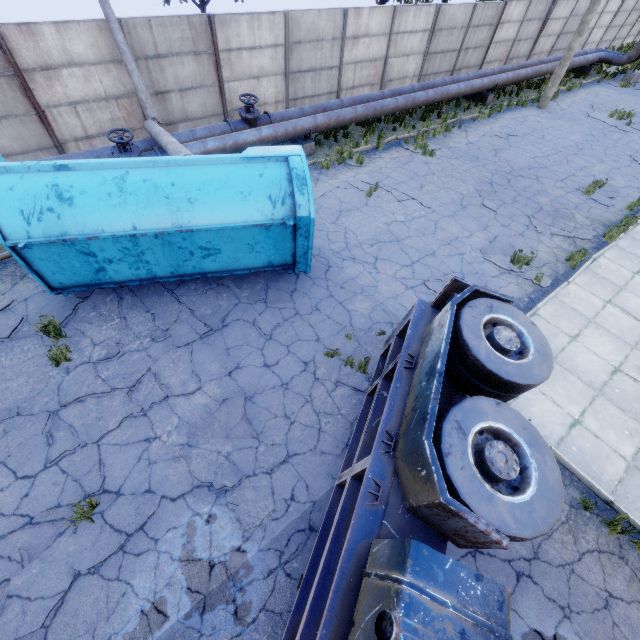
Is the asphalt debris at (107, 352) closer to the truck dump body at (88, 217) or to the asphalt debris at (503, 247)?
the truck dump body at (88, 217)

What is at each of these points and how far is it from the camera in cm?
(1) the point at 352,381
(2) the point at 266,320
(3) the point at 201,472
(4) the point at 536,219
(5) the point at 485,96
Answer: (1) asphalt debris, 648
(2) asphalt debris, 733
(3) asphalt debris, 525
(4) asphalt debris, 1075
(5) pipe holder, 1752

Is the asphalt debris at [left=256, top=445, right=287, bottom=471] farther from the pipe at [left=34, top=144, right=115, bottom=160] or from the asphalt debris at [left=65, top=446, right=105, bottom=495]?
the pipe at [left=34, top=144, right=115, bottom=160]

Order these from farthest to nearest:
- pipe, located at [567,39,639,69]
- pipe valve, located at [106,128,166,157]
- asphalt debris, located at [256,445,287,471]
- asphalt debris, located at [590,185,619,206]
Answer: pipe, located at [567,39,639,69] → asphalt debris, located at [590,185,619,206] → pipe valve, located at [106,128,166,157] → asphalt debris, located at [256,445,287,471]

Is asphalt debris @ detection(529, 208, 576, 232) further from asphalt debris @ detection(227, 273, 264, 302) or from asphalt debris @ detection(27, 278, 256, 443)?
asphalt debris @ detection(27, 278, 256, 443)

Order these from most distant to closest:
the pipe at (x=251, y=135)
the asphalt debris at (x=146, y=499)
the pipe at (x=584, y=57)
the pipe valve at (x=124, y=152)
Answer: the pipe at (x=584, y=57) → the pipe at (x=251, y=135) → the pipe valve at (x=124, y=152) → the asphalt debris at (x=146, y=499)

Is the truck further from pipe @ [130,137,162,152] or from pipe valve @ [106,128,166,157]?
pipe valve @ [106,128,166,157]

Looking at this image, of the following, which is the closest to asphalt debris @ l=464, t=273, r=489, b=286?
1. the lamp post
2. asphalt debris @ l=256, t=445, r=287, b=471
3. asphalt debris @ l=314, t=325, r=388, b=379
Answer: asphalt debris @ l=314, t=325, r=388, b=379
